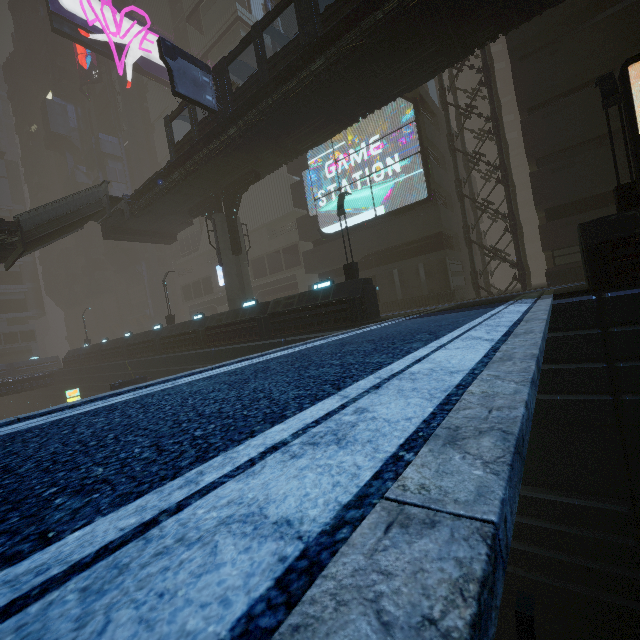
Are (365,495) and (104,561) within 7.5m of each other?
yes

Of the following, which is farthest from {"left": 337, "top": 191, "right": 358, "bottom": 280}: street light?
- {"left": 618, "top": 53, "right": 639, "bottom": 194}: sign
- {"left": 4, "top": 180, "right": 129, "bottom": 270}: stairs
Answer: {"left": 4, "top": 180, "right": 129, "bottom": 270}: stairs

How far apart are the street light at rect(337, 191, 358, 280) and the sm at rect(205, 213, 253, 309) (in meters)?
9.38

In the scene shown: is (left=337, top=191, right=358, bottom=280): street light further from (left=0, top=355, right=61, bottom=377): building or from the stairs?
the stairs

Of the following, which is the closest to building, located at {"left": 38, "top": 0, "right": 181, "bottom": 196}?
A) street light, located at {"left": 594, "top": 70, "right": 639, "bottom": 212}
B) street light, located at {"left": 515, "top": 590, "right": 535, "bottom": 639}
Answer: street light, located at {"left": 594, "top": 70, "right": 639, "bottom": 212}

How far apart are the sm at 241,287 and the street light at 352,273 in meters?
9.4

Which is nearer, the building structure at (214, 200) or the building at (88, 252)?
the building structure at (214, 200)

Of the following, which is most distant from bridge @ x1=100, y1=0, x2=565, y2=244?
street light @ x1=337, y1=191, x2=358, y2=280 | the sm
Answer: street light @ x1=337, y1=191, x2=358, y2=280
